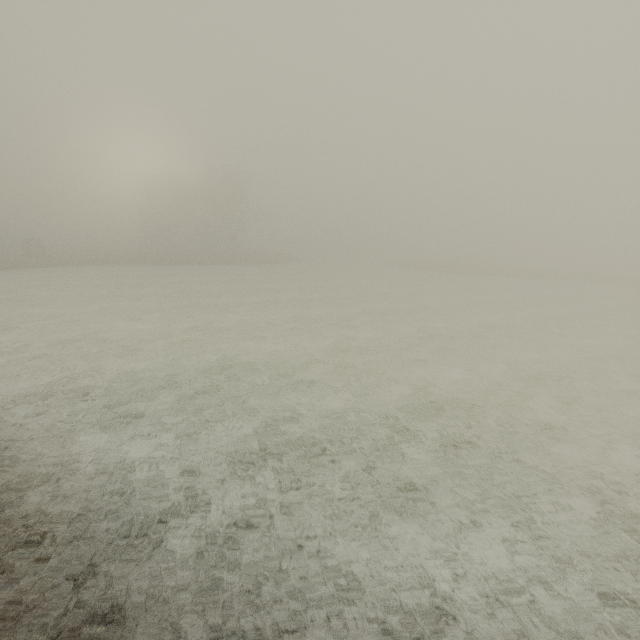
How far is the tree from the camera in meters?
58.2

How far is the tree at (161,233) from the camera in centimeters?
5819cm

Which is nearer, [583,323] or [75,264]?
[583,323]
